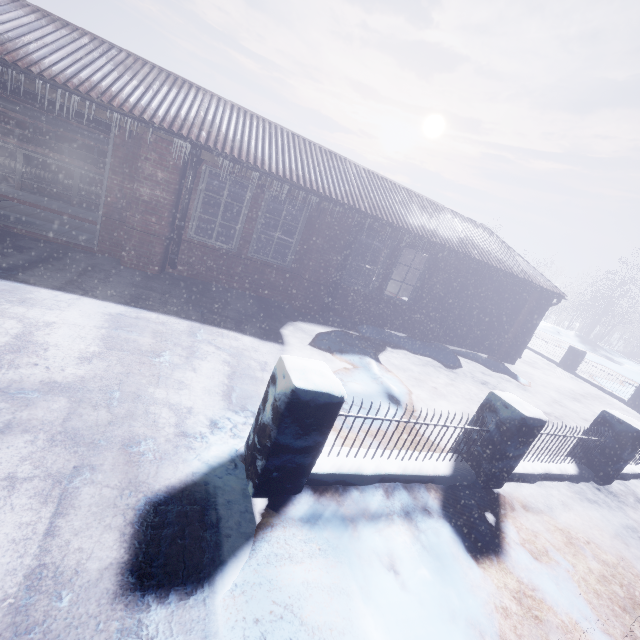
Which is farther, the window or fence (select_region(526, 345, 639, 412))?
fence (select_region(526, 345, 639, 412))

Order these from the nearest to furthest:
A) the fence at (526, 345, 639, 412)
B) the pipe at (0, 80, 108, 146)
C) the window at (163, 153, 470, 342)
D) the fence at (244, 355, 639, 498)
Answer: the fence at (244, 355, 639, 498), the pipe at (0, 80, 108, 146), the window at (163, 153, 470, 342), the fence at (526, 345, 639, 412)

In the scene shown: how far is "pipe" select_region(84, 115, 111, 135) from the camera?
5.4m

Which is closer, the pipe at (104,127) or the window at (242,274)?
the pipe at (104,127)

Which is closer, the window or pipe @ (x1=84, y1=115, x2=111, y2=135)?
pipe @ (x1=84, y1=115, x2=111, y2=135)

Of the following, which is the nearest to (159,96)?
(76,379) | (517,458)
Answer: (76,379)

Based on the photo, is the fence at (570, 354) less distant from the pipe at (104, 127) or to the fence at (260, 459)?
the fence at (260, 459)

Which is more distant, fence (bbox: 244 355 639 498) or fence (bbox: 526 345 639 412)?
fence (bbox: 526 345 639 412)
